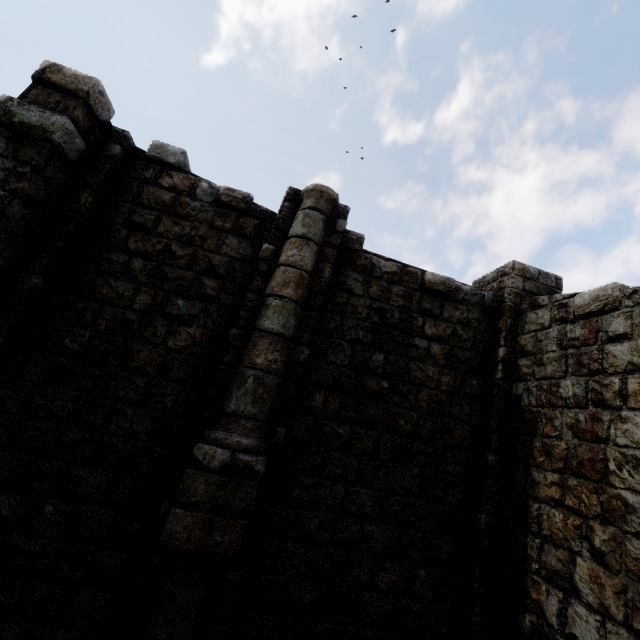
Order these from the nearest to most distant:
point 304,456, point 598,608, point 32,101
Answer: point 598,608 < point 32,101 < point 304,456
